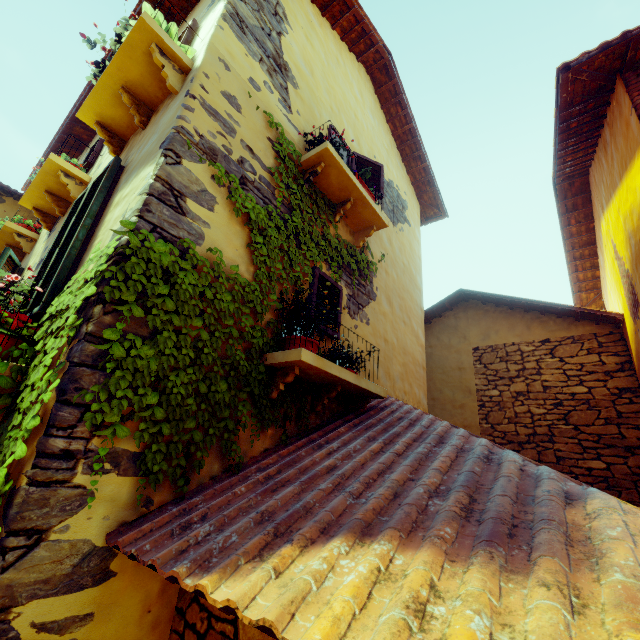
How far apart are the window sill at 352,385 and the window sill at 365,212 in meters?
1.8 m

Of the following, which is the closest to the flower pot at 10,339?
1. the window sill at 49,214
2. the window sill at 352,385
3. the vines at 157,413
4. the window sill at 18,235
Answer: the vines at 157,413

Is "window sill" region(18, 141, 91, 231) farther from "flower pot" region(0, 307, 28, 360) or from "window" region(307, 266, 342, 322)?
"flower pot" region(0, 307, 28, 360)

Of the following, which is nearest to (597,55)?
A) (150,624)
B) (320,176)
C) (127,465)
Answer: (320,176)

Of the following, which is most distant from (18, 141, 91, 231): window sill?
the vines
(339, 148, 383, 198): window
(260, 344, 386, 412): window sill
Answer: (260, 344, 386, 412): window sill

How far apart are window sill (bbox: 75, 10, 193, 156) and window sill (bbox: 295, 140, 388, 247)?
1.3m

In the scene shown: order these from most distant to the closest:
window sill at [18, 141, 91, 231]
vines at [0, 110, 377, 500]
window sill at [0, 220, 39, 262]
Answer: window sill at [0, 220, 39, 262]
window sill at [18, 141, 91, 231]
vines at [0, 110, 377, 500]
